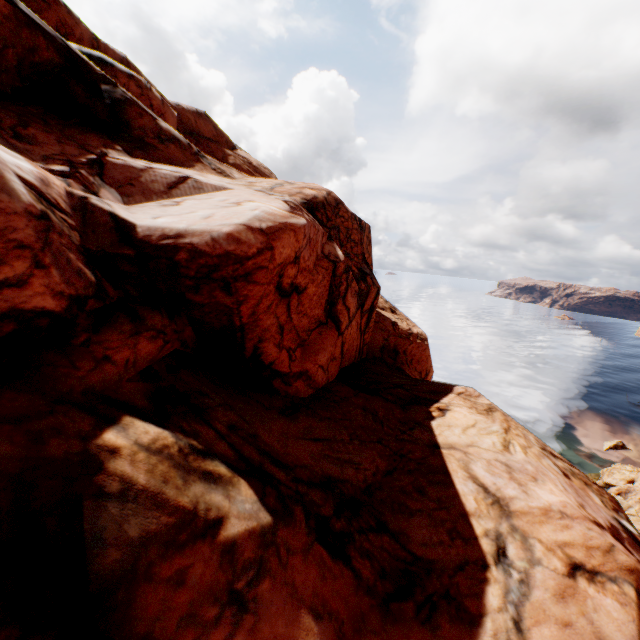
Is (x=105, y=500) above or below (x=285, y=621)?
above
